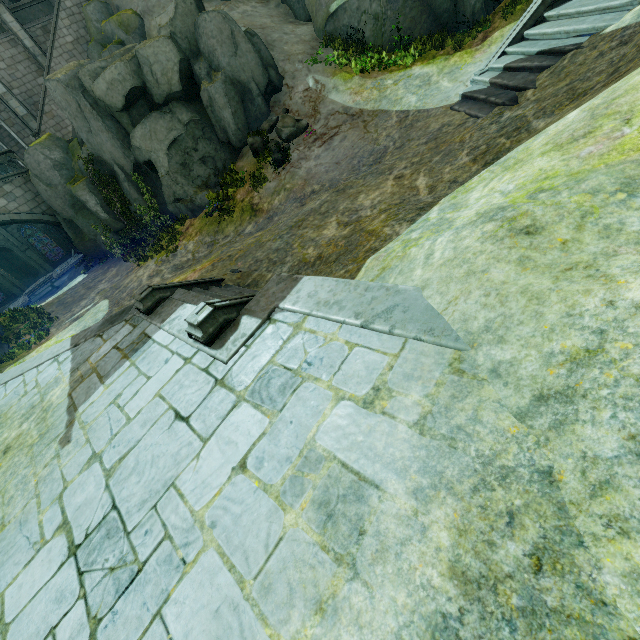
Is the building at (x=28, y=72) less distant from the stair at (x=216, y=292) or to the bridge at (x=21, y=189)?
the bridge at (x=21, y=189)

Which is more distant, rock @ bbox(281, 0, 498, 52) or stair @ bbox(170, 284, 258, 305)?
rock @ bbox(281, 0, 498, 52)

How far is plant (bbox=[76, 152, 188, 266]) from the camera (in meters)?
Result: 15.69

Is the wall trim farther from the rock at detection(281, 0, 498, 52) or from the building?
the rock at detection(281, 0, 498, 52)

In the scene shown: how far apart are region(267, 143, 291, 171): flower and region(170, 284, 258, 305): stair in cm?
794

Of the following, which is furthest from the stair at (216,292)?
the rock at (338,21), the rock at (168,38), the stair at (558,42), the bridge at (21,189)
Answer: the bridge at (21,189)

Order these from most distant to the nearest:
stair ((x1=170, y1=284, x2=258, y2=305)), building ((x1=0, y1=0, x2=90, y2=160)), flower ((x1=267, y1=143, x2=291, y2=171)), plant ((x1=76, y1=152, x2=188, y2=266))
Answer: building ((x1=0, y1=0, x2=90, y2=160)) → plant ((x1=76, y1=152, x2=188, y2=266)) → flower ((x1=267, y1=143, x2=291, y2=171)) → stair ((x1=170, y1=284, x2=258, y2=305))

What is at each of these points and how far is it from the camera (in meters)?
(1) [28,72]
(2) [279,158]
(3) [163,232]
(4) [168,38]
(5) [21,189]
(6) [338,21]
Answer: (1) building, 20.47
(2) flower, 13.56
(3) plant, 17.02
(4) rock, 13.43
(5) bridge, 19.11
(6) rock, 15.12
